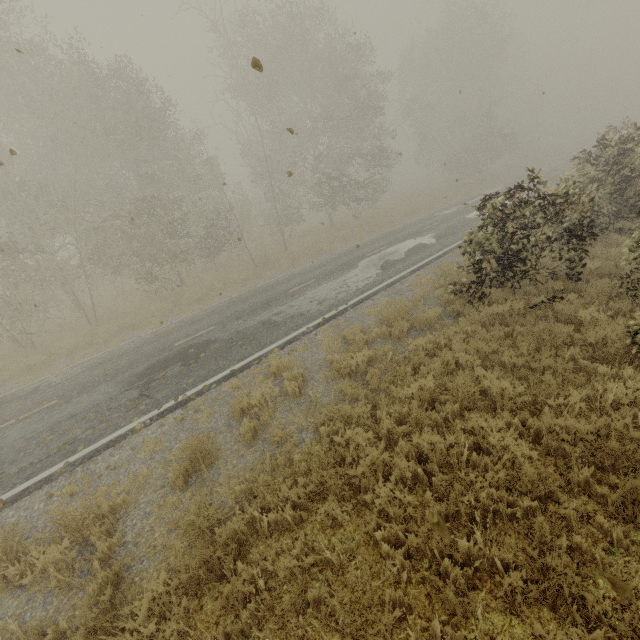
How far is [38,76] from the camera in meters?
15.2
